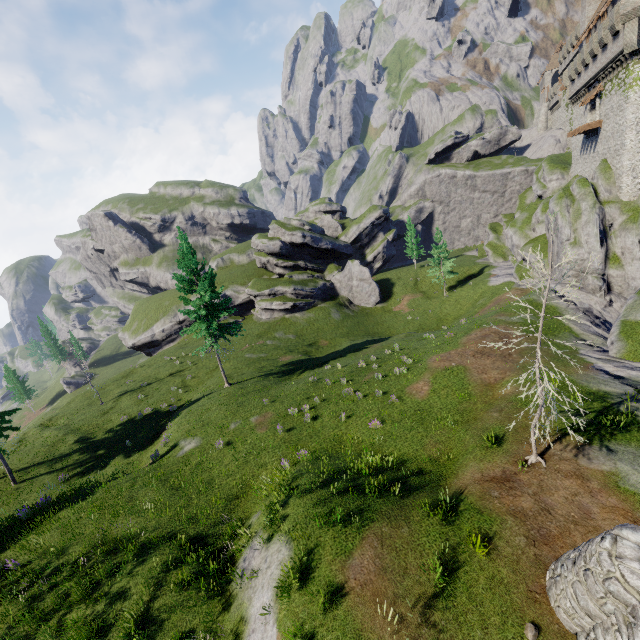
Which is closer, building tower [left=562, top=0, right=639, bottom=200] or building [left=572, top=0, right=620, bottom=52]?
building tower [left=562, top=0, right=639, bottom=200]

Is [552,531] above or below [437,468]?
above

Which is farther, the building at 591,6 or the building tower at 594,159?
the building at 591,6

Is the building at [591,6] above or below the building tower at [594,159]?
above

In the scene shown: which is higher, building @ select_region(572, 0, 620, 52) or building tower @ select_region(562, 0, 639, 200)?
building @ select_region(572, 0, 620, 52)
